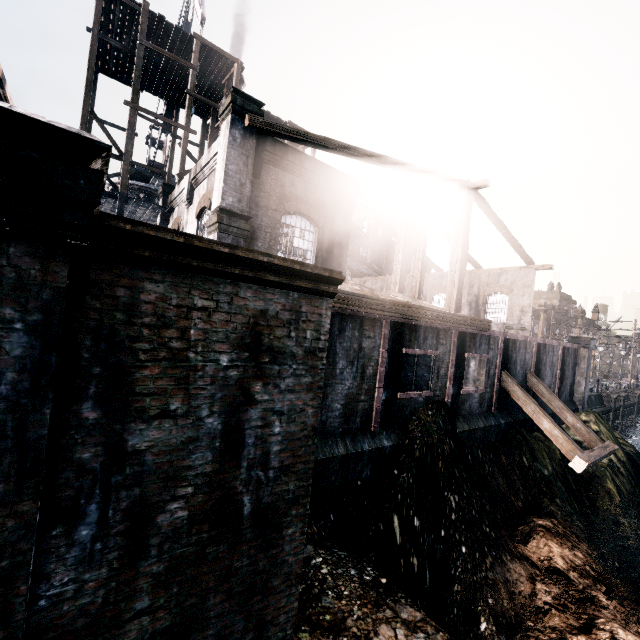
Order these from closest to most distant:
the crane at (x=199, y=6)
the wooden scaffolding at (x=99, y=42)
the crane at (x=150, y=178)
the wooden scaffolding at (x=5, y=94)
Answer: the wooden scaffolding at (x=5, y=94) → the wooden scaffolding at (x=99, y=42) → the crane at (x=199, y=6) → the crane at (x=150, y=178)

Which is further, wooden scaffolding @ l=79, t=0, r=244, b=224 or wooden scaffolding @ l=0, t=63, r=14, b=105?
wooden scaffolding @ l=79, t=0, r=244, b=224

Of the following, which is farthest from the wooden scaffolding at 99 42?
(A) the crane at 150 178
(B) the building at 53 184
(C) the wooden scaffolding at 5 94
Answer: (A) the crane at 150 178

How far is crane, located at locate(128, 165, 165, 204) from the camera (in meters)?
33.16

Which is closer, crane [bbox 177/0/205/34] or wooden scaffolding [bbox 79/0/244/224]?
wooden scaffolding [bbox 79/0/244/224]

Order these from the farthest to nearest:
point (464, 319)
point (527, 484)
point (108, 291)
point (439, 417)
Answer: point (527, 484) < point (464, 319) < point (439, 417) < point (108, 291)

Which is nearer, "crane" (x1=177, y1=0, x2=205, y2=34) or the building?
the building

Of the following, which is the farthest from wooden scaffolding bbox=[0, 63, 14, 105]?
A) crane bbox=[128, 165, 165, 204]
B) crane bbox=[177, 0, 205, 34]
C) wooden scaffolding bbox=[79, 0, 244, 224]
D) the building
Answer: crane bbox=[128, 165, 165, 204]
